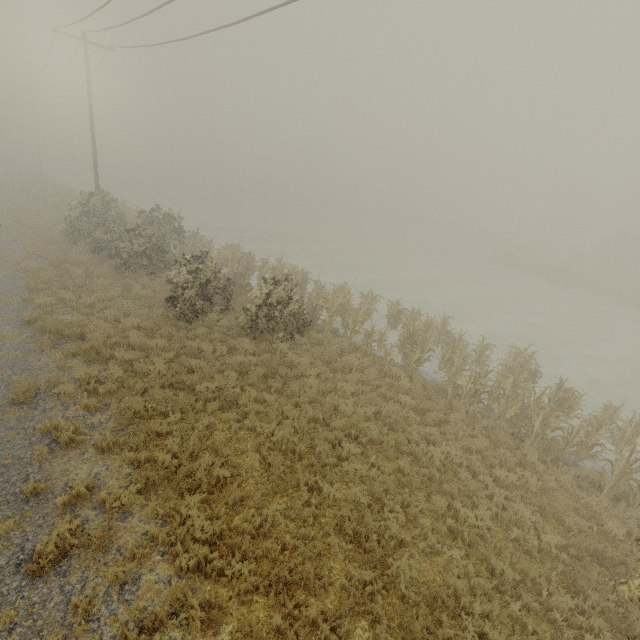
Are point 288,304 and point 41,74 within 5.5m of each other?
no
